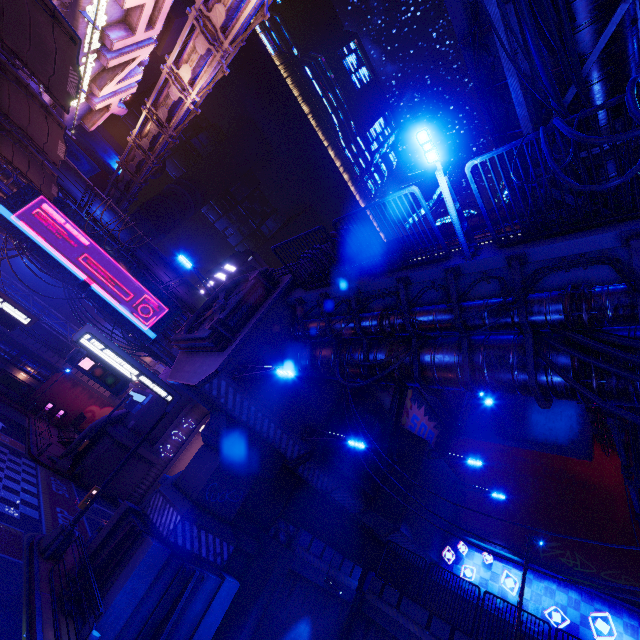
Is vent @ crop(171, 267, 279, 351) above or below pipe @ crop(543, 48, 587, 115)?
below

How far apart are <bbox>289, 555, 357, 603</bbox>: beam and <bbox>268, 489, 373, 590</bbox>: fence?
0.0 meters

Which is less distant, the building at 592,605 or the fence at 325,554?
the fence at 325,554

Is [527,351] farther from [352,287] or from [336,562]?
[336,562]

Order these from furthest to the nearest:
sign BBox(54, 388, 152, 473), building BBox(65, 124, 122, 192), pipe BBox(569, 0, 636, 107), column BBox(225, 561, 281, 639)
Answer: building BBox(65, 124, 122, 192) → sign BBox(54, 388, 152, 473) → column BBox(225, 561, 281, 639) → pipe BBox(569, 0, 636, 107)

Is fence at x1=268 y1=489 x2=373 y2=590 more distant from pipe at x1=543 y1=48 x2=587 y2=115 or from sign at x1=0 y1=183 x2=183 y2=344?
sign at x1=0 y1=183 x2=183 y2=344

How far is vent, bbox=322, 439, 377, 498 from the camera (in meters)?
16.17

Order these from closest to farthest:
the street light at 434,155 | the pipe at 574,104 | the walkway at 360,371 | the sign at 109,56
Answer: the pipe at 574,104, the street light at 434,155, the walkway at 360,371, the sign at 109,56
